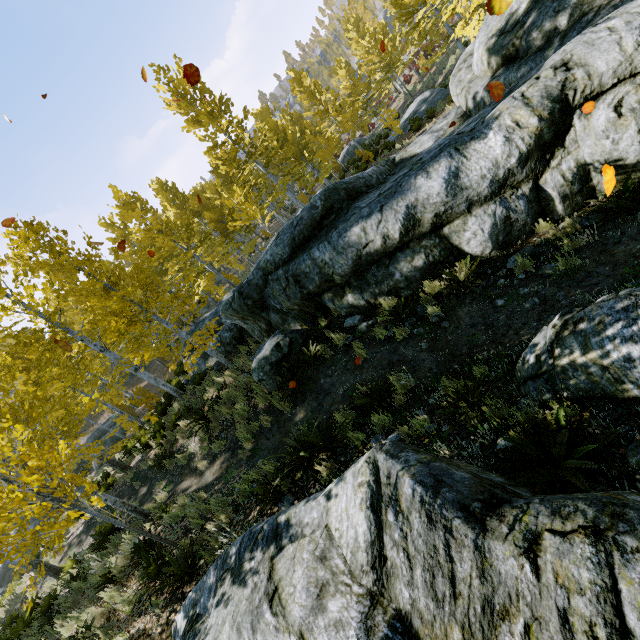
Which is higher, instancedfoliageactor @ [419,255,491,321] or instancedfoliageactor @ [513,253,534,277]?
instancedfoliageactor @ [419,255,491,321]

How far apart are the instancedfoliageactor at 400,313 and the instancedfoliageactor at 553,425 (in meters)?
3.55

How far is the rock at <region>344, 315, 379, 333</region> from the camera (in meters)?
7.34

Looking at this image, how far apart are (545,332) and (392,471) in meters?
2.8

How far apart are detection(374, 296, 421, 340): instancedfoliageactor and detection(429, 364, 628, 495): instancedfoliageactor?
3.55m

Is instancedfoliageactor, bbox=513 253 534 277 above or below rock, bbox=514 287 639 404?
below

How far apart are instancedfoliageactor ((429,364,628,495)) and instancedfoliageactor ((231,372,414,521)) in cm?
237

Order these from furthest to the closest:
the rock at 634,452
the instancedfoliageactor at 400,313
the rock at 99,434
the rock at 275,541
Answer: the rock at 99,434 < the instancedfoliageactor at 400,313 < the rock at 634,452 < the rock at 275,541
